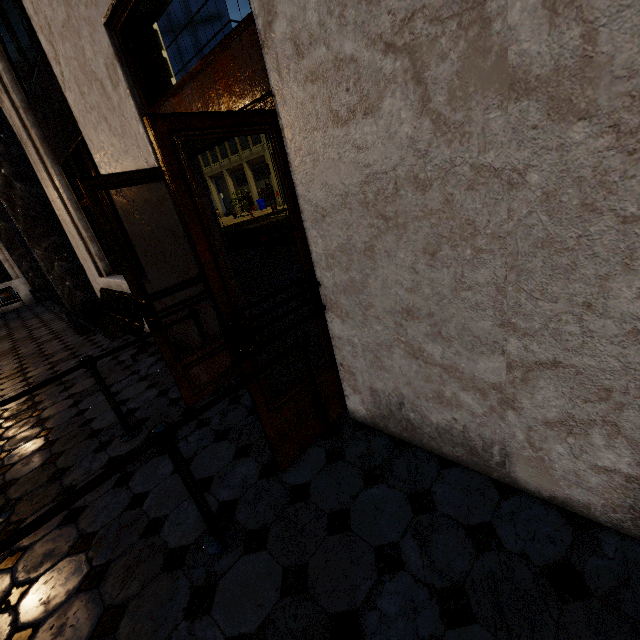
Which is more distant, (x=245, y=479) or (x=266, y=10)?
(x=245, y=479)
